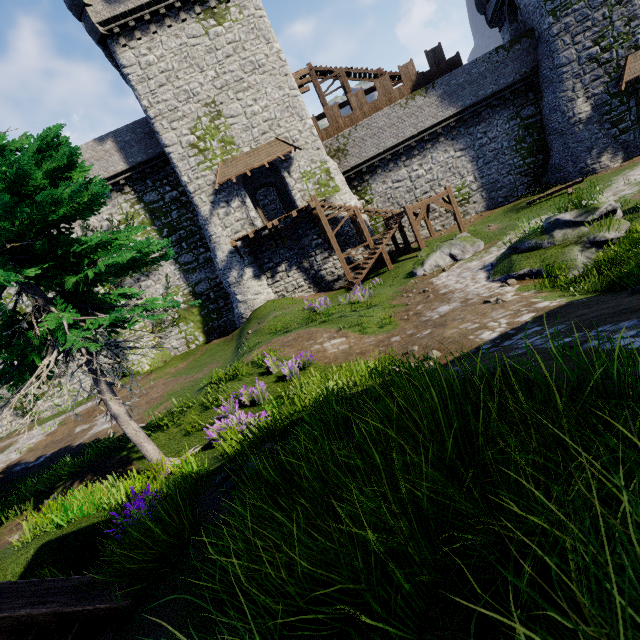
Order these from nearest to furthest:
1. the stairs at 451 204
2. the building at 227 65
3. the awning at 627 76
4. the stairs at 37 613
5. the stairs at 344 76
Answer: the stairs at 37 613
the awning at 627 76
the building at 227 65
the stairs at 451 204
the stairs at 344 76

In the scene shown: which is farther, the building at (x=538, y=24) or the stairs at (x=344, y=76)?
the stairs at (x=344, y=76)

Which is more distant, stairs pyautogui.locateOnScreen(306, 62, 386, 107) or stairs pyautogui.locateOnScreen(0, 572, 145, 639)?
stairs pyautogui.locateOnScreen(306, 62, 386, 107)

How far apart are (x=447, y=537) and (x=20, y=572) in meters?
6.8 m

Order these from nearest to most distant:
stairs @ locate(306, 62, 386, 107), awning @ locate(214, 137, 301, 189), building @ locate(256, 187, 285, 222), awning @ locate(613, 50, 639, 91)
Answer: awning @ locate(613, 50, 639, 91), awning @ locate(214, 137, 301, 189), stairs @ locate(306, 62, 386, 107), building @ locate(256, 187, 285, 222)

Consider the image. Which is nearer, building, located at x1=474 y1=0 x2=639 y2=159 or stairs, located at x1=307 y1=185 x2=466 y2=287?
building, located at x1=474 y1=0 x2=639 y2=159

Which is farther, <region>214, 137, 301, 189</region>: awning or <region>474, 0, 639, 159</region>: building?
<region>214, 137, 301, 189</region>: awning

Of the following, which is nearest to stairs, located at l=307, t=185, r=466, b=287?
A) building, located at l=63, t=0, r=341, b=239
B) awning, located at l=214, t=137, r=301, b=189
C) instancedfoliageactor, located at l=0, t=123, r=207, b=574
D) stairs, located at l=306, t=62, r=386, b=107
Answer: building, located at l=63, t=0, r=341, b=239
